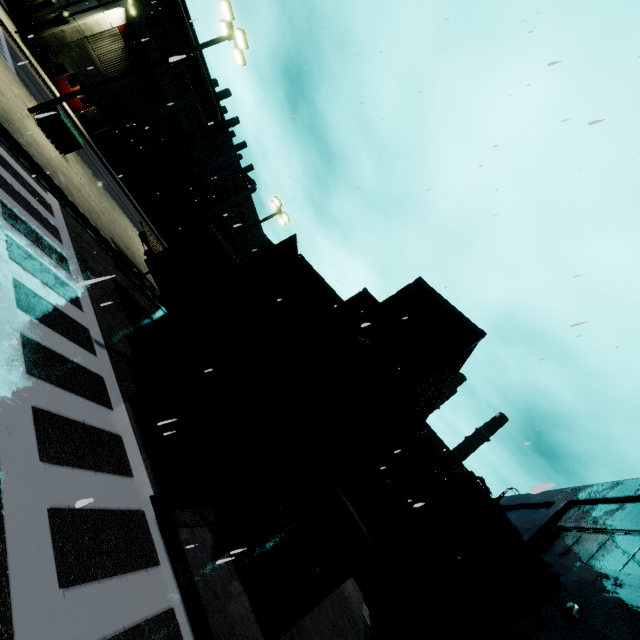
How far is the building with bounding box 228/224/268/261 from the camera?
55.2m

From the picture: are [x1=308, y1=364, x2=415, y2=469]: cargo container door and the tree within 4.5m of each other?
no

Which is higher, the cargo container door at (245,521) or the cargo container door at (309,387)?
the cargo container door at (309,387)

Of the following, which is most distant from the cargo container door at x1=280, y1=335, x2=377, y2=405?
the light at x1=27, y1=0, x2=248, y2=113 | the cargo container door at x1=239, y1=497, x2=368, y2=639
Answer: the light at x1=27, y1=0, x2=248, y2=113

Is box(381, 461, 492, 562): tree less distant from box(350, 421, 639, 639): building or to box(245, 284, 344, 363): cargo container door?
box(350, 421, 639, 639): building

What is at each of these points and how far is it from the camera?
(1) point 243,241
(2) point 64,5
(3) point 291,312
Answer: (1) building, 56.2 meters
(2) building, 32.5 meters
(3) cargo container door, 8.5 meters

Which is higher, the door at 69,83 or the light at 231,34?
the light at 231,34

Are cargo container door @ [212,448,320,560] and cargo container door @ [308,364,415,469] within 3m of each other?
yes
